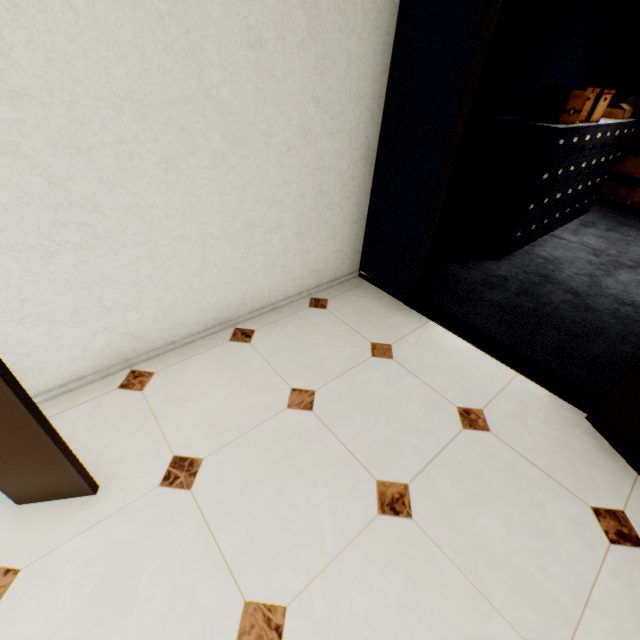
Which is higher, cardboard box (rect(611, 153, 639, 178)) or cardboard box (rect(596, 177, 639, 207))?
cardboard box (rect(611, 153, 639, 178))

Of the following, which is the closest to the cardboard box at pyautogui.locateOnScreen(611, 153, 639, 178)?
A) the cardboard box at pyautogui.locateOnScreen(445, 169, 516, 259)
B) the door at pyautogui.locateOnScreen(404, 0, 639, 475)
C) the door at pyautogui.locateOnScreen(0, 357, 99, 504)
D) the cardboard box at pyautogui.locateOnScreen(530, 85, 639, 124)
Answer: the cardboard box at pyautogui.locateOnScreen(530, 85, 639, 124)

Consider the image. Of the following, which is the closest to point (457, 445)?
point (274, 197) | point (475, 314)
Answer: point (475, 314)

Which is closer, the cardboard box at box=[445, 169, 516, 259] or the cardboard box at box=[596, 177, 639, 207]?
the cardboard box at box=[445, 169, 516, 259]

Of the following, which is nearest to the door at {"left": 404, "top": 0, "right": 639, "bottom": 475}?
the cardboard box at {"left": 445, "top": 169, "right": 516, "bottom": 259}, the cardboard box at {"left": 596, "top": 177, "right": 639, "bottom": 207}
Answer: the cardboard box at {"left": 445, "top": 169, "right": 516, "bottom": 259}

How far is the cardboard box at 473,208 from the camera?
3.3 meters

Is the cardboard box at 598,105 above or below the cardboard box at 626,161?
above

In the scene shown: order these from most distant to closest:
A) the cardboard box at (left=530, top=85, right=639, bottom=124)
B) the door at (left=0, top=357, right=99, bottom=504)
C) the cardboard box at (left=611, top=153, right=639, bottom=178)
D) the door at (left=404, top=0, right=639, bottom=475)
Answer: the cardboard box at (left=611, top=153, right=639, bottom=178)
the cardboard box at (left=530, top=85, right=639, bottom=124)
the door at (left=404, top=0, right=639, bottom=475)
the door at (left=0, top=357, right=99, bottom=504)
